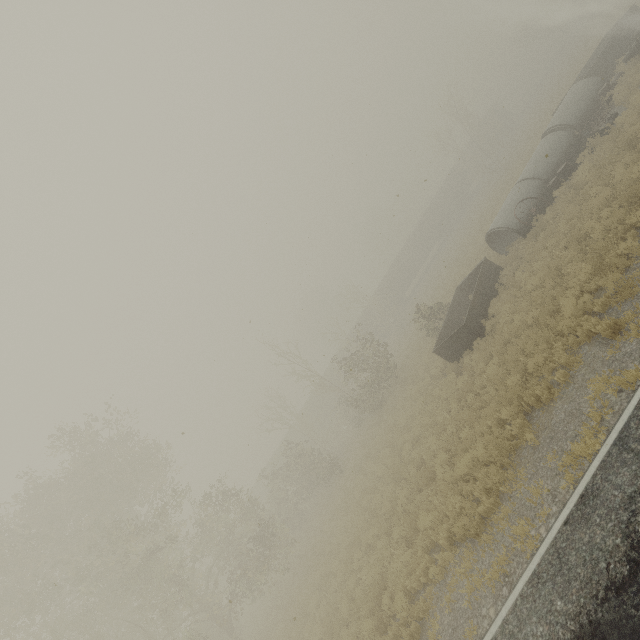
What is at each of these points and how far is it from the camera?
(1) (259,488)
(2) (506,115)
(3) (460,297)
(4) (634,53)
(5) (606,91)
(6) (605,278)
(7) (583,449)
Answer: (1) boxcar, 45.91m
(2) boxcar, 50.41m
(3) truck bed, 20.11m
(4) car, 17.52m
(5) oil drum, 18.39m
(6) tree, 9.34m
(7) tree, 6.70m

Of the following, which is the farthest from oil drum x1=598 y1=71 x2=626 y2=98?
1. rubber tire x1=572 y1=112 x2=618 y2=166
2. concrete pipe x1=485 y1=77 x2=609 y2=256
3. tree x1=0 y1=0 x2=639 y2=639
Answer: tree x1=0 y1=0 x2=639 y2=639

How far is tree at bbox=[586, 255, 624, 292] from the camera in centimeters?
835cm

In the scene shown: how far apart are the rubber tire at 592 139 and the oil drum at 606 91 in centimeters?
434cm

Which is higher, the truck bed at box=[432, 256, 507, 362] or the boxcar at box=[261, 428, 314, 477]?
the boxcar at box=[261, 428, 314, 477]

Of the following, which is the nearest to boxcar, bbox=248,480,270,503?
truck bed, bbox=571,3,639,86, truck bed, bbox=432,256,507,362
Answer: truck bed, bbox=432,256,507,362

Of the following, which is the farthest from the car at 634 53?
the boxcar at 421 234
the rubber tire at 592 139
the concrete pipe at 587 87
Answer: the boxcar at 421 234

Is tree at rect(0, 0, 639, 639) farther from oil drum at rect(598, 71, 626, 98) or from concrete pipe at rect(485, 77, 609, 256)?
concrete pipe at rect(485, 77, 609, 256)
